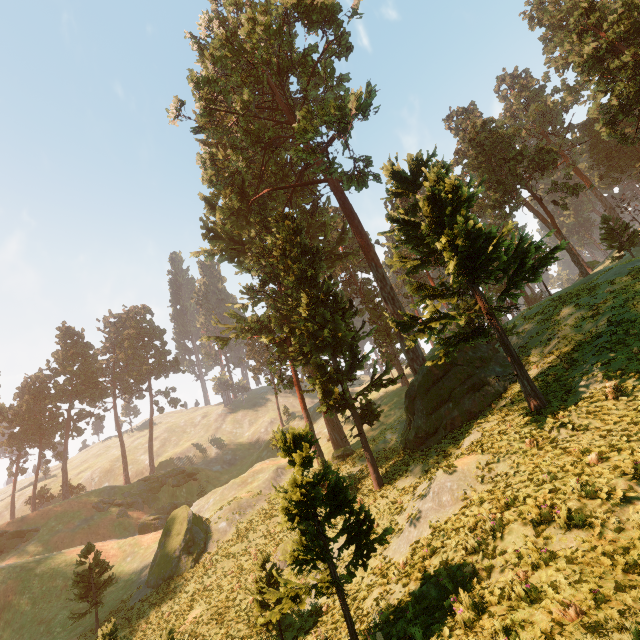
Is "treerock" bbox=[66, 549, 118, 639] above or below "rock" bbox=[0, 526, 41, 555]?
below

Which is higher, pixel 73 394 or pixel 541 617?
pixel 73 394

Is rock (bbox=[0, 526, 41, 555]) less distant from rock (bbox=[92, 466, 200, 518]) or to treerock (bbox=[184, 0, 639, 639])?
treerock (bbox=[184, 0, 639, 639])

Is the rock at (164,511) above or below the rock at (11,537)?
below

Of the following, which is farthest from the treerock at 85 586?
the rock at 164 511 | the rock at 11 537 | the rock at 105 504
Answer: the rock at 164 511

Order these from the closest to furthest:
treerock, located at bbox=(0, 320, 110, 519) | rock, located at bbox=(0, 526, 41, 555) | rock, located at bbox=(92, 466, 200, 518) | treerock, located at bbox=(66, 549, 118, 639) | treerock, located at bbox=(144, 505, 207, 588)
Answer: treerock, located at bbox=(66, 549, 118, 639), treerock, located at bbox=(144, 505, 207, 588), rock, located at bbox=(0, 526, 41, 555), rock, located at bbox=(92, 466, 200, 518), treerock, located at bbox=(0, 320, 110, 519)

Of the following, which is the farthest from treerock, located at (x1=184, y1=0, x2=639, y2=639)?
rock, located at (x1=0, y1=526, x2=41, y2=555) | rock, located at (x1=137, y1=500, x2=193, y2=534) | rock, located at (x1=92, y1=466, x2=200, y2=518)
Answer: rock, located at (x1=137, y1=500, x2=193, y2=534)

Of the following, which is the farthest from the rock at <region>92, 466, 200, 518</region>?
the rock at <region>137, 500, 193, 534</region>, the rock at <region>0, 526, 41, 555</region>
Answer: the rock at <region>0, 526, 41, 555</region>
